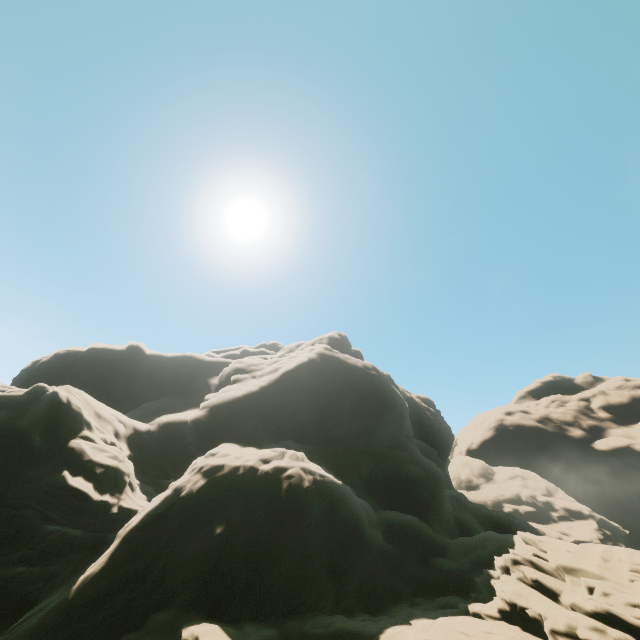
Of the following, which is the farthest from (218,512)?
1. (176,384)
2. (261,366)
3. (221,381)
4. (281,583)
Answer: (176,384)
